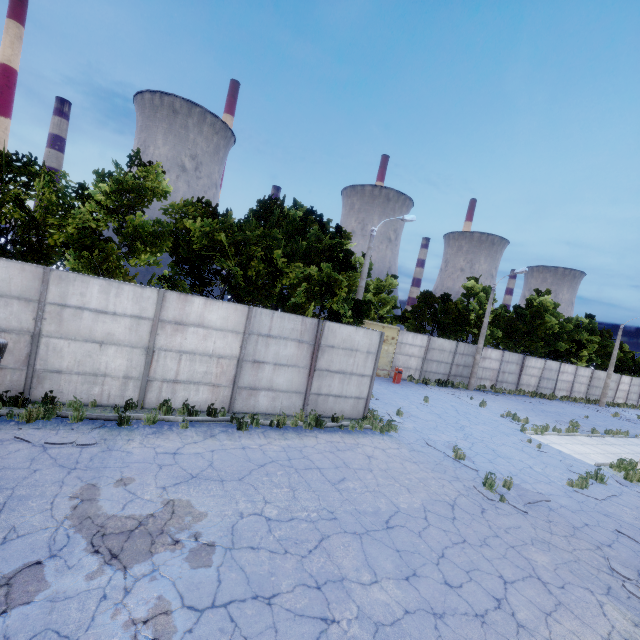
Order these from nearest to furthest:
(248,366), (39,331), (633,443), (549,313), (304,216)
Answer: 1. (39,331)
2. (248,366)
3. (633,443)
4. (304,216)
5. (549,313)

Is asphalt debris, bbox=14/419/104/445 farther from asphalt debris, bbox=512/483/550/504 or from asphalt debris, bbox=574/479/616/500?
asphalt debris, bbox=574/479/616/500

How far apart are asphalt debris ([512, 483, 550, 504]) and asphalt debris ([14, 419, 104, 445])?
10.3m

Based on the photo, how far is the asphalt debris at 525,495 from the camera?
9.1m

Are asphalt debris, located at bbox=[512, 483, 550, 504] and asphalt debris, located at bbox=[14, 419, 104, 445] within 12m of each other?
yes

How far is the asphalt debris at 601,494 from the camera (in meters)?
10.47

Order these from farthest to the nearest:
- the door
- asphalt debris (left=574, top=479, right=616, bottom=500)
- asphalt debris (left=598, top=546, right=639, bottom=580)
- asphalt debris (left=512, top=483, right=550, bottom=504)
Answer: the door, asphalt debris (left=574, top=479, right=616, bottom=500), asphalt debris (left=512, top=483, right=550, bottom=504), asphalt debris (left=598, top=546, right=639, bottom=580)

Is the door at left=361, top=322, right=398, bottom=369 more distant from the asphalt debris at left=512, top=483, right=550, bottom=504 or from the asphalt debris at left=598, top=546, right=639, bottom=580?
the asphalt debris at left=598, top=546, right=639, bottom=580
